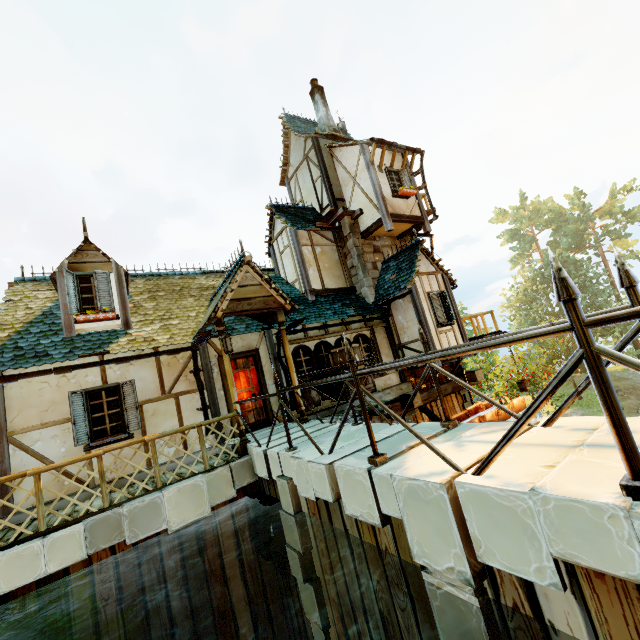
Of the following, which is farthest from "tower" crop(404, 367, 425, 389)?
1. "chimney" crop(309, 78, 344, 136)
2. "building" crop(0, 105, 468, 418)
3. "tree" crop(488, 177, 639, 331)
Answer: "tree" crop(488, 177, 639, 331)

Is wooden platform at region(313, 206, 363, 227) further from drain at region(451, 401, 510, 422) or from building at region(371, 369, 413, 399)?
drain at region(451, 401, 510, 422)

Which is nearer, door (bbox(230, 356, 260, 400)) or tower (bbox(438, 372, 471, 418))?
door (bbox(230, 356, 260, 400))

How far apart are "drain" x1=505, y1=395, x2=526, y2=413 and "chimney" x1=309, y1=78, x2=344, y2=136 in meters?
12.8 m

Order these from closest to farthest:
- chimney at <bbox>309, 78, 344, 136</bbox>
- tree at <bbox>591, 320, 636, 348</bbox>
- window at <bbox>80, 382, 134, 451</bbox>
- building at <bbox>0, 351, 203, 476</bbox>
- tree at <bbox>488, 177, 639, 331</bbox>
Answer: building at <bbox>0, 351, 203, 476</bbox> → window at <bbox>80, 382, 134, 451</bbox> → chimney at <bbox>309, 78, 344, 136</bbox> → tree at <bbox>591, 320, 636, 348</bbox> → tree at <bbox>488, 177, 639, 331</bbox>

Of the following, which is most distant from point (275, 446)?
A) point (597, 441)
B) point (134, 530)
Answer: point (597, 441)

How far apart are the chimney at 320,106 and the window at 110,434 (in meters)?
13.11

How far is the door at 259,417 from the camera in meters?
8.8
